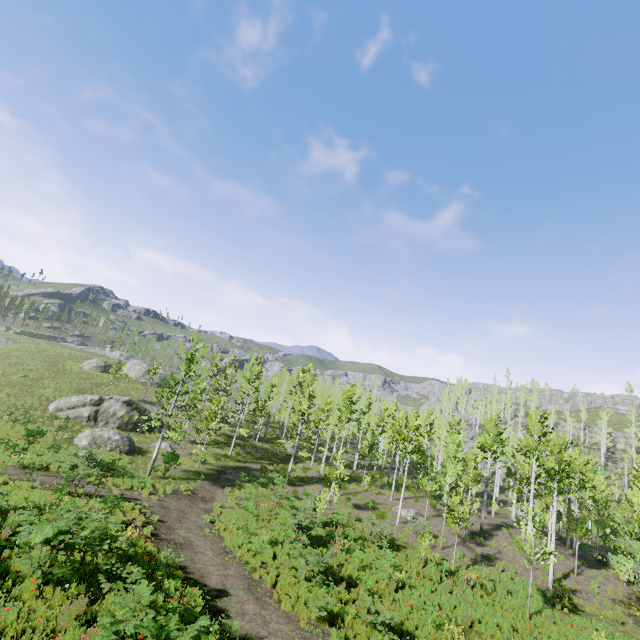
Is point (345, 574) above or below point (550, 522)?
below

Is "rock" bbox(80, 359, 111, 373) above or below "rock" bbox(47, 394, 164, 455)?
above

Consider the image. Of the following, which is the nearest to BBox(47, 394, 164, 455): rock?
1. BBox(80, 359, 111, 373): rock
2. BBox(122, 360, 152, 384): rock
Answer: BBox(122, 360, 152, 384): rock

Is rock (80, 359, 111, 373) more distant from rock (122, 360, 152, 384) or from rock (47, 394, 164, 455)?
rock (47, 394, 164, 455)

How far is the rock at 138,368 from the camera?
50.12m

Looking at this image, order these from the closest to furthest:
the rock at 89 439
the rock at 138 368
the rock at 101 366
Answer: the rock at 89 439 < the rock at 101 366 < the rock at 138 368

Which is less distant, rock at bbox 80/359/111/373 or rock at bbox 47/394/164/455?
rock at bbox 47/394/164/455

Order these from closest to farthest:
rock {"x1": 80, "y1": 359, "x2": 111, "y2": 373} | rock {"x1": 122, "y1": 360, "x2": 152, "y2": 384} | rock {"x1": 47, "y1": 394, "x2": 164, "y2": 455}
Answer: rock {"x1": 47, "y1": 394, "x2": 164, "y2": 455}, rock {"x1": 80, "y1": 359, "x2": 111, "y2": 373}, rock {"x1": 122, "y1": 360, "x2": 152, "y2": 384}
